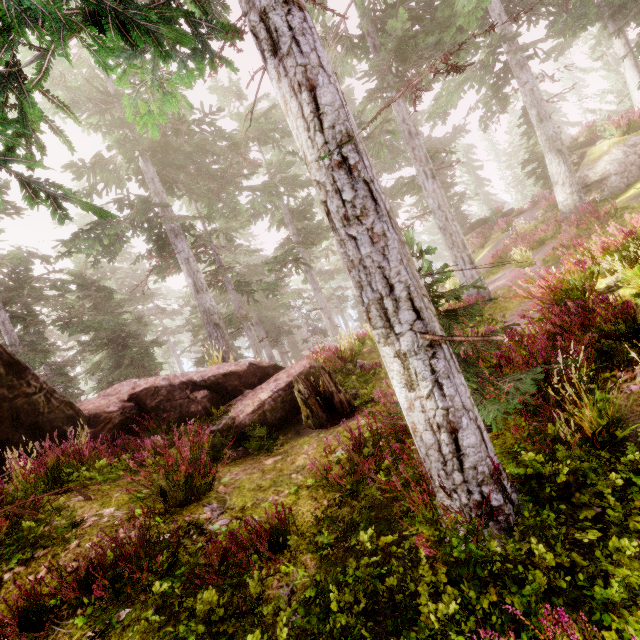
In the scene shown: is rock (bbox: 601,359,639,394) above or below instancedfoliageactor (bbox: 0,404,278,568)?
below

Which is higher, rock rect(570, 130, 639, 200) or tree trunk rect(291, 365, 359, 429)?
rock rect(570, 130, 639, 200)

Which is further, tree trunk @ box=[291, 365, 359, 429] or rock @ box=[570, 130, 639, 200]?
rock @ box=[570, 130, 639, 200]

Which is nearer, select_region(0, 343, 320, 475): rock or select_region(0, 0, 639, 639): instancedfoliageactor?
select_region(0, 0, 639, 639): instancedfoliageactor

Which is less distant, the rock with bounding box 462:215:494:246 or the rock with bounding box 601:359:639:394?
the rock with bounding box 601:359:639:394

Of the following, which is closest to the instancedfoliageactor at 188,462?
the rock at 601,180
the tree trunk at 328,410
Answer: the rock at 601,180

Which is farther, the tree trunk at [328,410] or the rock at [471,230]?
the rock at [471,230]

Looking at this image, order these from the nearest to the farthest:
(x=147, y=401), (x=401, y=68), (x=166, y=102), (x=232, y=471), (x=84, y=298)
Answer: (x=166, y=102) → (x=232, y=471) → (x=147, y=401) → (x=84, y=298) → (x=401, y=68)
